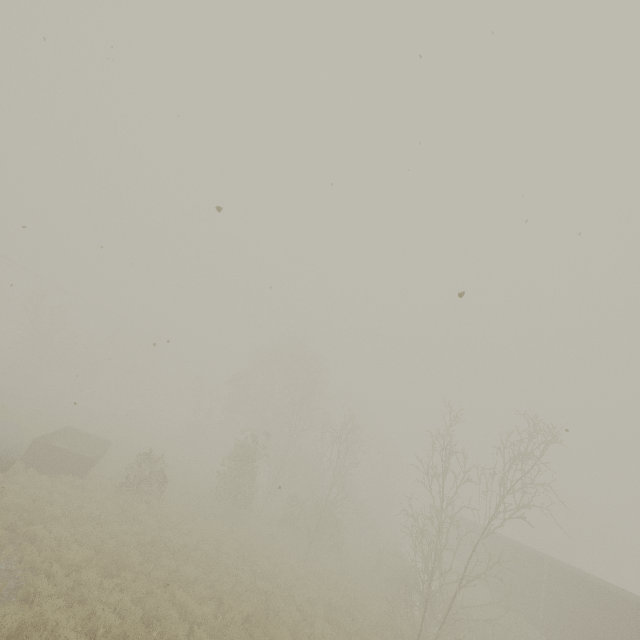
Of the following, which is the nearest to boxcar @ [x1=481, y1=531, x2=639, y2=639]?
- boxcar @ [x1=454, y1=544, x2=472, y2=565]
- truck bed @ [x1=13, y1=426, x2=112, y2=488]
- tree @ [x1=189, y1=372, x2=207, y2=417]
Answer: boxcar @ [x1=454, y1=544, x2=472, y2=565]

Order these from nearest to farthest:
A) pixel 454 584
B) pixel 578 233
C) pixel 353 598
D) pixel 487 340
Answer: pixel 578 233, pixel 487 340, pixel 353 598, pixel 454 584

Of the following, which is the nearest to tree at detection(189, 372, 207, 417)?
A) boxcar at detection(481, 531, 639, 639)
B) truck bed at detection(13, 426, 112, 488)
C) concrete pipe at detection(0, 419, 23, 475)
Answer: truck bed at detection(13, 426, 112, 488)

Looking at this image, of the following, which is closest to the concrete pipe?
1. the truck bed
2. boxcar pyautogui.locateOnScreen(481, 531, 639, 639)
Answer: the truck bed

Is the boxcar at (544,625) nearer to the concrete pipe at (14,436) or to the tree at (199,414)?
the concrete pipe at (14,436)

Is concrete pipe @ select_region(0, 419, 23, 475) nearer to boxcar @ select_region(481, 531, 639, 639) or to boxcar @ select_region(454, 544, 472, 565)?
boxcar @ select_region(481, 531, 639, 639)

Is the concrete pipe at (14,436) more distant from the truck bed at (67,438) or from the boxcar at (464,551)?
the boxcar at (464,551)

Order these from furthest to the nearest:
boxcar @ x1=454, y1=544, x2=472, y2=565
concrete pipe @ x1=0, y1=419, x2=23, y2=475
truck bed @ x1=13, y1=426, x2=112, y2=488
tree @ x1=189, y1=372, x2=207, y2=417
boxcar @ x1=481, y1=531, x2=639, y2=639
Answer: tree @ x1=189, y1=372, x2=207, y2=417
boxcar @ x1=454, y1=544, x2=472, y2=565
truck bed @ x1=13, y1=426, x2=112, y2=488
boxcar @ x1=481, y1=531, x2=639, y2=639
concrete pipe @ x1=0, y1=419, x2=23, y2=475
